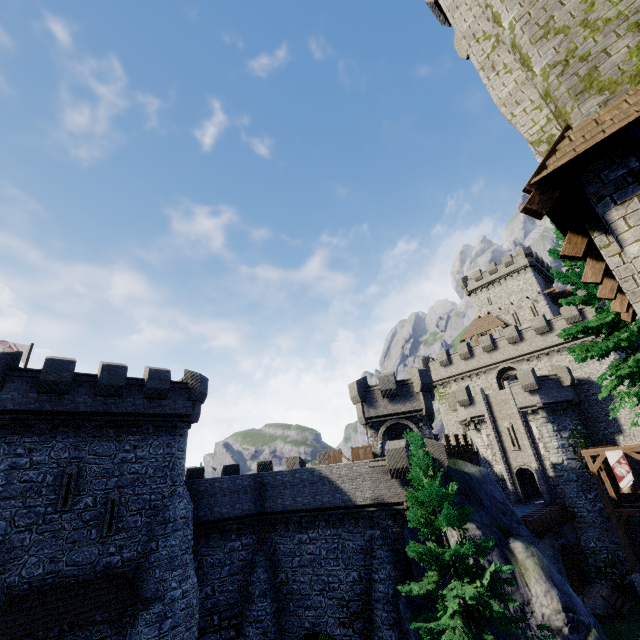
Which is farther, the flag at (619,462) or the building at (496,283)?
the building at (496,283)

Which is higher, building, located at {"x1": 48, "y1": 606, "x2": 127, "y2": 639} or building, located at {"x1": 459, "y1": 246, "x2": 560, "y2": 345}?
building, located at {"x1": 459, "y1": 246, "x2": 560, "y2": 345}

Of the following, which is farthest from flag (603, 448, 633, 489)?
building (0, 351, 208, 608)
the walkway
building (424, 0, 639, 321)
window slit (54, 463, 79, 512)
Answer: window slit (54, 463, 79, 512)

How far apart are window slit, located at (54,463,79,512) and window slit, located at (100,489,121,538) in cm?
134

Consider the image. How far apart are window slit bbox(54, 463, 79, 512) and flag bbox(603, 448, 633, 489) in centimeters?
3655cm

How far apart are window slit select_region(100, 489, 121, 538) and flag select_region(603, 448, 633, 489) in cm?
3465

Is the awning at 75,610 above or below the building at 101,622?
above

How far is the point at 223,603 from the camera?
20.12m
